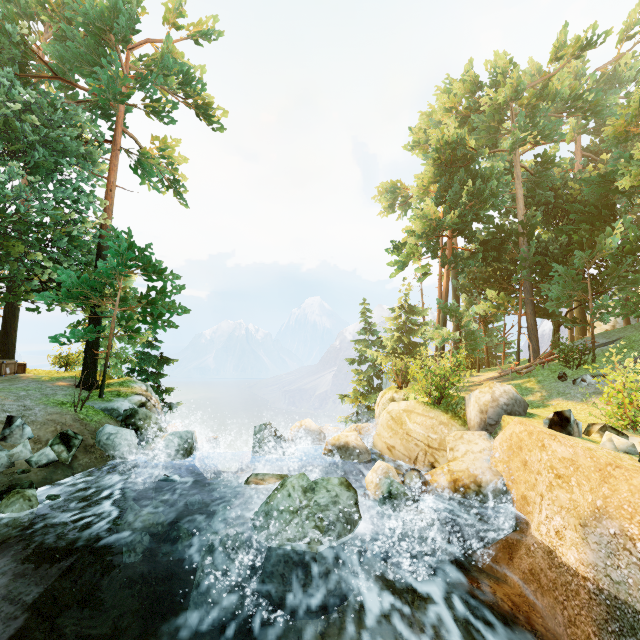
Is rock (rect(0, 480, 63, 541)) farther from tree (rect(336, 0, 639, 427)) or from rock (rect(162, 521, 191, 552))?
tree (rect(336, 0, 639, 427))

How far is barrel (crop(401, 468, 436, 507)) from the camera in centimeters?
891cm

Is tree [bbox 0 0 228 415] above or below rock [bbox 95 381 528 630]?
above

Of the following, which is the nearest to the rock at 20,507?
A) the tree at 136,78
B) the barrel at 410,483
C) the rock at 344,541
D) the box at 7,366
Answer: the rock at 344,541

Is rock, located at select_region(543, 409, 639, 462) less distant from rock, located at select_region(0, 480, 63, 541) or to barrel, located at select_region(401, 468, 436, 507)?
barrel, located at select_region(401, 468, 436, 507)

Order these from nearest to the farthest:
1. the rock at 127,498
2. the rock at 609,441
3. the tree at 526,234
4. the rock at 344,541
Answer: the rock at 344,541 < the rock at 609,441 < the rock at 127,498 < the tree at 526,234

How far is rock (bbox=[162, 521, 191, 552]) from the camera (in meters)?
8.30

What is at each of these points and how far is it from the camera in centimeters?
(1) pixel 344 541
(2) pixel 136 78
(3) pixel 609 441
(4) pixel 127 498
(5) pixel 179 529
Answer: (1) rock, 659cm
(2) tree, 1731cm
(3) rock, 693cm
(4) rock, 948cm
(5) rock, 852cm
